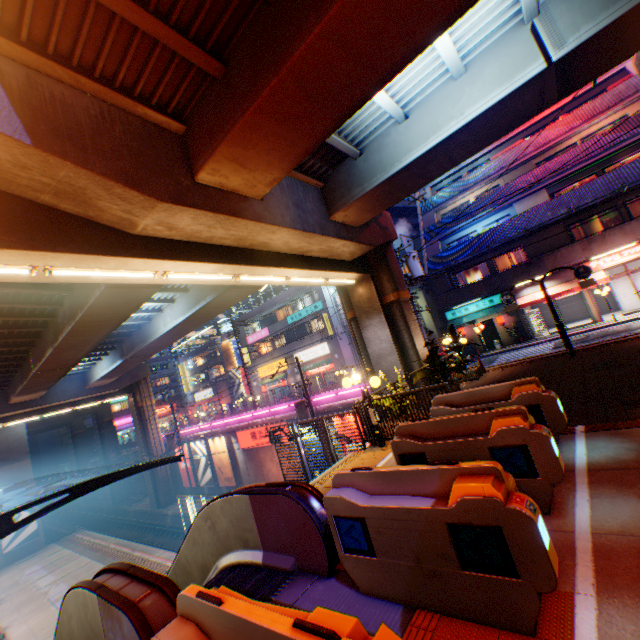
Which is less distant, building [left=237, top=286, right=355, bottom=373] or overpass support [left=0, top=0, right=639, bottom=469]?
overpass support [left=0, top=0, right=639, bottom=469]

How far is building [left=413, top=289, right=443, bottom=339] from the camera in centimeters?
2973cm

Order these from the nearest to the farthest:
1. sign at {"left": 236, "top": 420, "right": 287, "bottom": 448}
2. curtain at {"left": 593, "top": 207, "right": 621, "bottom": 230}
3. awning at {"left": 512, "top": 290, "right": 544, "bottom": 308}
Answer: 1. curtain at {"left": 593, "top": 207, "right": 621, "bottom": 230}
2. awning at {"left": 512, "top": 290, "right": 544, "bottom": 308}
3. sign at {"left": 236, "top": 420, "right": 287, "bottom": 448}

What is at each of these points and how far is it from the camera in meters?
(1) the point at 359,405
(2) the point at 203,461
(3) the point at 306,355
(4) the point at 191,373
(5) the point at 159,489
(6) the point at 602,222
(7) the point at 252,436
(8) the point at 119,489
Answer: (1) metal fence, 9.0
(2) billboard, 31.1
(3) sign, 37.4
(4) building, 58.7
(5) overpass support, 33.9
(6) curtain, 21.0
(7) sign, 27.0
(8) overpass support, 42.4

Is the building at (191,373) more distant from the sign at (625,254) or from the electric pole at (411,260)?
the electric pole at (411,260)

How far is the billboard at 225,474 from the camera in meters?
28.4

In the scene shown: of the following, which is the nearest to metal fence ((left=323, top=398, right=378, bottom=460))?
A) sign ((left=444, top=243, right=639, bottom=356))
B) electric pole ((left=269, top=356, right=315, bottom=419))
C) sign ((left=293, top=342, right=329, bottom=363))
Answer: electric pole ((left=269, top=356, right=315, bottom=419))

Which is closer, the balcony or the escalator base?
the escalator base
